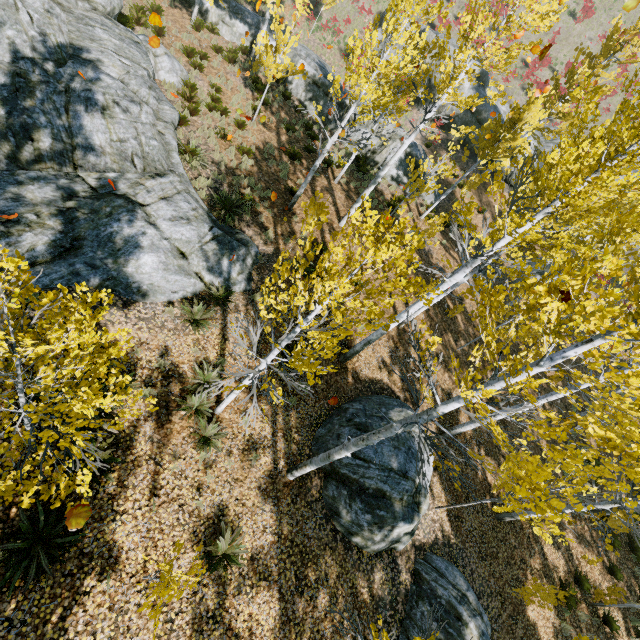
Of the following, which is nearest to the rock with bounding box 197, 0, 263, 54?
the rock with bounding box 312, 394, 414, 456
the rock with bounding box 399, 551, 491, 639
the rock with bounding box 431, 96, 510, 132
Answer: the rock with bounding box 431, 96, 510, 132

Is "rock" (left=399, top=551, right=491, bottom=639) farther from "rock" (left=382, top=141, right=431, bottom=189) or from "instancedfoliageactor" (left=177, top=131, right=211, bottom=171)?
"rock" (left=382, top=141, right=431, bottom=189)

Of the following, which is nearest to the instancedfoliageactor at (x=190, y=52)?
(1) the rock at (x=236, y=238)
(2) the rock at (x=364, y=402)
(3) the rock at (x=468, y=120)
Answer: (1) the rock at (x=236, y=238)

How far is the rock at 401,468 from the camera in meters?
8.1 m

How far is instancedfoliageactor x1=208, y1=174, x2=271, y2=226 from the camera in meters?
10.9 m

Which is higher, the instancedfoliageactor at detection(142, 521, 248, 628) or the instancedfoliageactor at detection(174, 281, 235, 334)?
the instancedfoliageactor at detection(174, 281, 235, 334)

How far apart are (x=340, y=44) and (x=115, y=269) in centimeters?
2638cm

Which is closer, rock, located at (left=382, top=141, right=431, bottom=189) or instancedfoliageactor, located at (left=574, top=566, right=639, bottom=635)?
instancedfoliageactor, located at (left=574, top=566, right=639, bottom=635)
